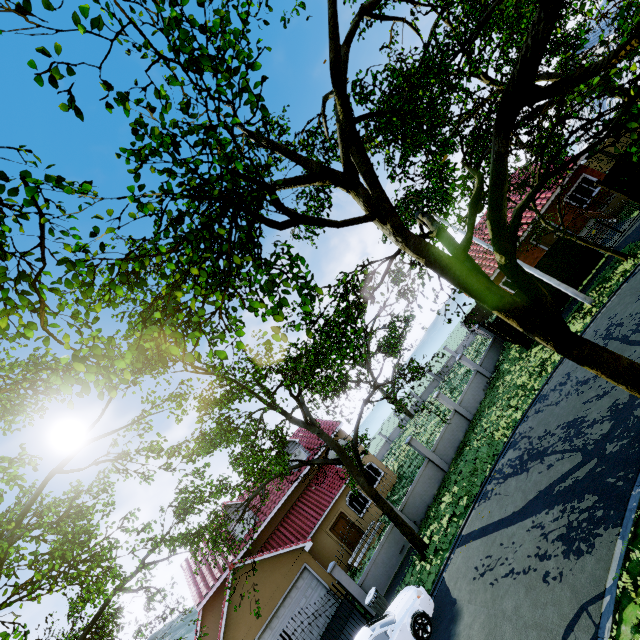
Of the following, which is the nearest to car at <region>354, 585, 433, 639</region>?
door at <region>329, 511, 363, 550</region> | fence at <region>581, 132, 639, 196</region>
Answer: fence at <region>581, 132, 639, 196</region>

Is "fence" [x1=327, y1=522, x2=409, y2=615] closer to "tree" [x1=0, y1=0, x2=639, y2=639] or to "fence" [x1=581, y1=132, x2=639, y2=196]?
"tree" [x1=0, y1=0, x2=639, y2=639]

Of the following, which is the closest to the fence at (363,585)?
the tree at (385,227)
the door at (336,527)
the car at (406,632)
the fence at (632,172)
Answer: the tree at (385,227)

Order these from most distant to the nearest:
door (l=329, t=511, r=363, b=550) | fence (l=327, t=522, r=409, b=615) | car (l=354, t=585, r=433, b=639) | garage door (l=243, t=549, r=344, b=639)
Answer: door (l=329, t=511, r=363, b=550) → garage door (l=243, t=549, r=344, b=639) → fence (l=327, t=522, r=409, b=615) → car (l=354, t=585, r=433, b=639)

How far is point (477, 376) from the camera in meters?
21.4 m

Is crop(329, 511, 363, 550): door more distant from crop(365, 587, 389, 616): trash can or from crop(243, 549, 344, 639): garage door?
crop(365, 587, 389, 616): trash can

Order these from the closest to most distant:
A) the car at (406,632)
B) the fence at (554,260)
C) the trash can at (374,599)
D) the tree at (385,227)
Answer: the tree at (385,227) → the car at (406,632) → the trash can at (374,599) → the fence at (554,260)

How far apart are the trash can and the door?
10.0m
